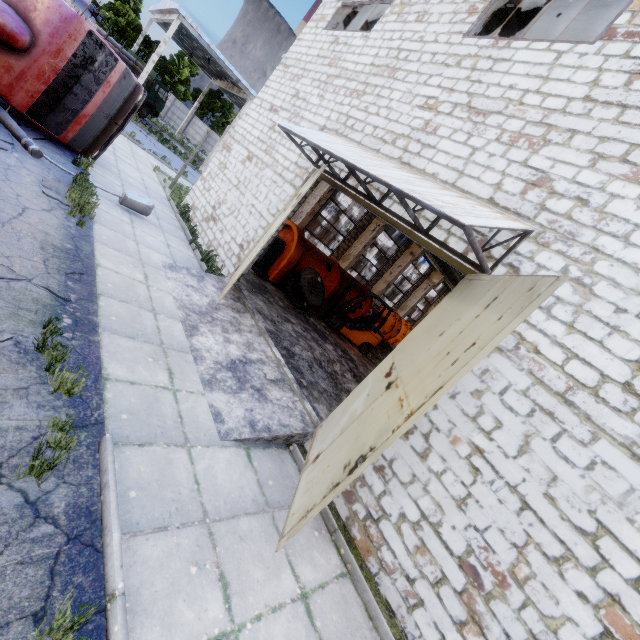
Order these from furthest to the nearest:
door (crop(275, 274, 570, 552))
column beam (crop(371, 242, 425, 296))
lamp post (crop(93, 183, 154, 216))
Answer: column beam (crop(371, 242, 425, 296)) → lamp post (crop(93, 183, 154, 216)) → door (crop(275, 274, 570, 552))

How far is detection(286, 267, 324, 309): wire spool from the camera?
12.15m

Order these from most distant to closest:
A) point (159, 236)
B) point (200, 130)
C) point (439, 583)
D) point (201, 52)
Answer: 1. point (200, 130)
2. point (201, 52)
3. point (159, 236)
4. point (439, 583)

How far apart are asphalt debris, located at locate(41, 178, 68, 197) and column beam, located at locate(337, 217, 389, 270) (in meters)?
13.64

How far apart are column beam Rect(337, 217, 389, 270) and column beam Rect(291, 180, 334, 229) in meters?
4.1 m

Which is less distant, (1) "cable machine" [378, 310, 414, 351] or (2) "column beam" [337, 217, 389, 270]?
(2) "column beam" [337, 217, 389, 270]

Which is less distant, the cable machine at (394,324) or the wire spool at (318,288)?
the wire spool at (318,288)

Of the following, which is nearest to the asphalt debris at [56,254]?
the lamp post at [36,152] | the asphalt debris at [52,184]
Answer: the asphalt debris at [52,184]
